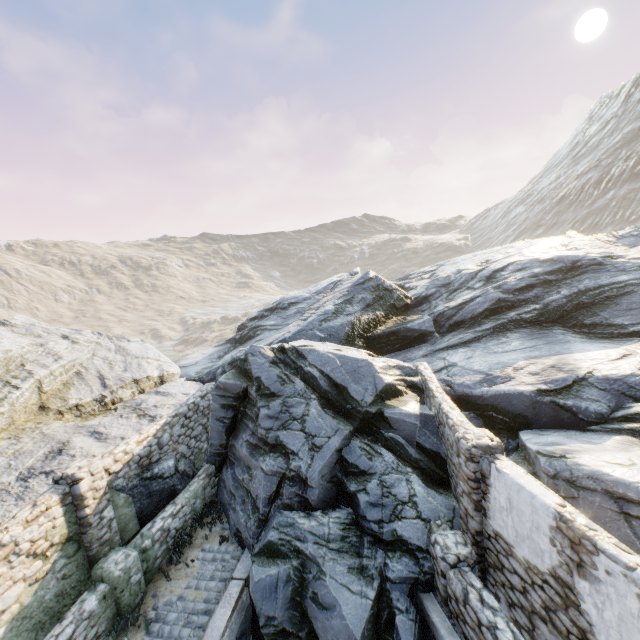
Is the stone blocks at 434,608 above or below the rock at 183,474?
below

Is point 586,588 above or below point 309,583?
above

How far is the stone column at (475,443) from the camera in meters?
6.1 m

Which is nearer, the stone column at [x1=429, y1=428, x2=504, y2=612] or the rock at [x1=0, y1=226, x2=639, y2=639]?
the stone column at [x1=429, y1=428, x2=504, y2=612]

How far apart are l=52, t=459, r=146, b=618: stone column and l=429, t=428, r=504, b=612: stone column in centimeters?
649cm

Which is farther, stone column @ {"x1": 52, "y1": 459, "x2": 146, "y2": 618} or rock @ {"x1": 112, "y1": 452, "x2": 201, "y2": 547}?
rock @ {"x1": 112, "y1": 452, "x2": 201, "y2": 547}

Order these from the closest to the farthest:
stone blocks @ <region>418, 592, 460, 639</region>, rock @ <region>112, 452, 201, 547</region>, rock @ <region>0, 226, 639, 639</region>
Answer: stone blocks @ <region>418, 592, 460, 639</region>
rock @ <region>0, 226, 639, 639</region>
rock @ <region>112, 452, 201, 547</region>

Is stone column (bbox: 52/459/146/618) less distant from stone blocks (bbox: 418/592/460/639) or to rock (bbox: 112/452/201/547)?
rock (bbox: 112/452/201/547)
